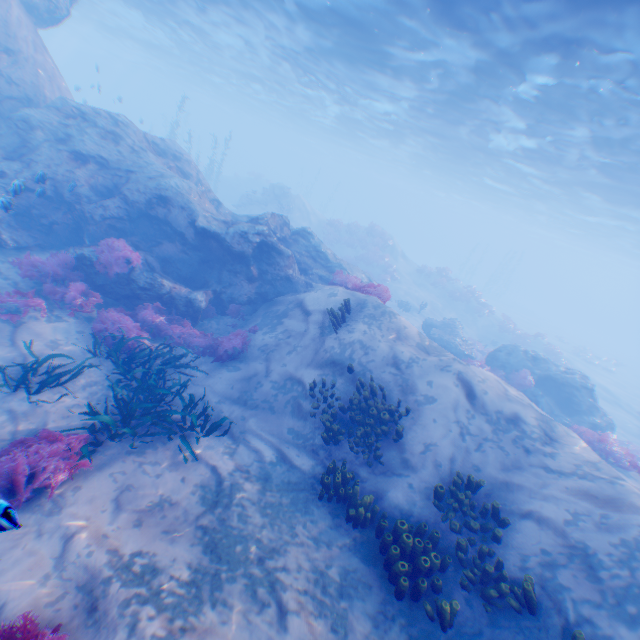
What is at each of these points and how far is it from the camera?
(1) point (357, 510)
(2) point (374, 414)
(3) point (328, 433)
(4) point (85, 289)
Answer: (1) instancedfoliageactor, 6.12m
(2) instancedfoliageactor, 8.02m
(3) instancedfoliageactor, 7.90m
(4) instancedfoliageactor, 9.55m

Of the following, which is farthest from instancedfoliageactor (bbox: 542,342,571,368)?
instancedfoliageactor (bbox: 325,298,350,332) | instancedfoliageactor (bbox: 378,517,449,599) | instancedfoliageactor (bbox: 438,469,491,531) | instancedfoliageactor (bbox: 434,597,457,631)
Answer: instancedfoliageactor (bbox: 434,597,457,631)

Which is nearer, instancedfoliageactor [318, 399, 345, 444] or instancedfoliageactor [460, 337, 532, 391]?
instancedfoliageactor [318, 399, 345, 444]

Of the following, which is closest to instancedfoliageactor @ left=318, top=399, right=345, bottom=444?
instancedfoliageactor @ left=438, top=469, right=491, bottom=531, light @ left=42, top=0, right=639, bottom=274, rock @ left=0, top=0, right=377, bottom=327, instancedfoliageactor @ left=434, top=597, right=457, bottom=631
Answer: instancedfoliageactor @ left=438, top=469, right=491, bottom=531

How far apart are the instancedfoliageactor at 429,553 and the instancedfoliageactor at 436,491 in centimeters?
23cm

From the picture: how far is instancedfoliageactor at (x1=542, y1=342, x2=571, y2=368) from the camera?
25.3m

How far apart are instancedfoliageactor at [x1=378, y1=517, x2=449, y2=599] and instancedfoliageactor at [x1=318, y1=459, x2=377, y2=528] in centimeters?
20cm

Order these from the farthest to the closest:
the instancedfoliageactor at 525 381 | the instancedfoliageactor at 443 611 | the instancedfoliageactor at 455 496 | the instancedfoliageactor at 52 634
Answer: the instancedfoliageactor at 525 381 < the instancedfoliageactor at 455 496 < the instancedfoliageactor at 443 611 < the instancedfoliageactor at 52 634
